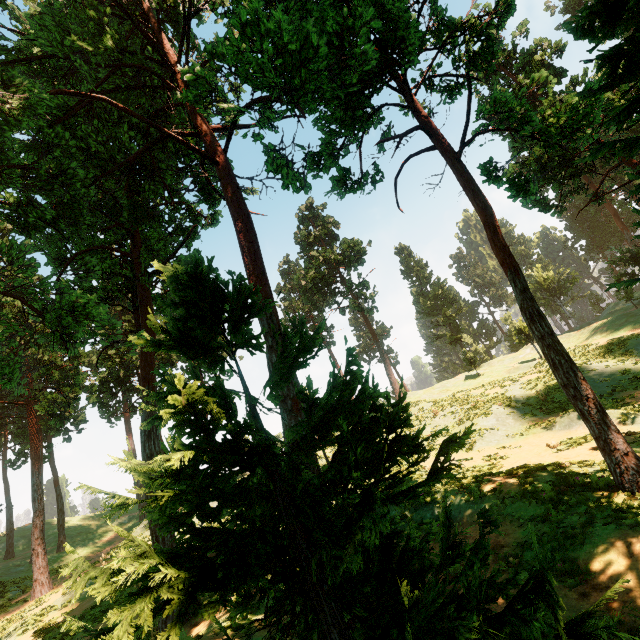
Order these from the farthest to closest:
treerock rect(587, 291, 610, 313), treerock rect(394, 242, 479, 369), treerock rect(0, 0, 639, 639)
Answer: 1. treerock rect(587, 291, 610, 313)
2. treerock rect(394, 242, 479, 369)
3. treerock rect(0, 0, 639, 639)

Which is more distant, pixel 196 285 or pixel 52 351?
pixel 52 351

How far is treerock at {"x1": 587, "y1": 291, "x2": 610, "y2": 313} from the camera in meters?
57.6

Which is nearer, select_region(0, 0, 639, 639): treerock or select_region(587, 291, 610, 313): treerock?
select_region(0, 0, 639, 639): treerock

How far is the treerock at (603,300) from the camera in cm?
5759

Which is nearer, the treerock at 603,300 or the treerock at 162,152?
the treerock at 162,152
